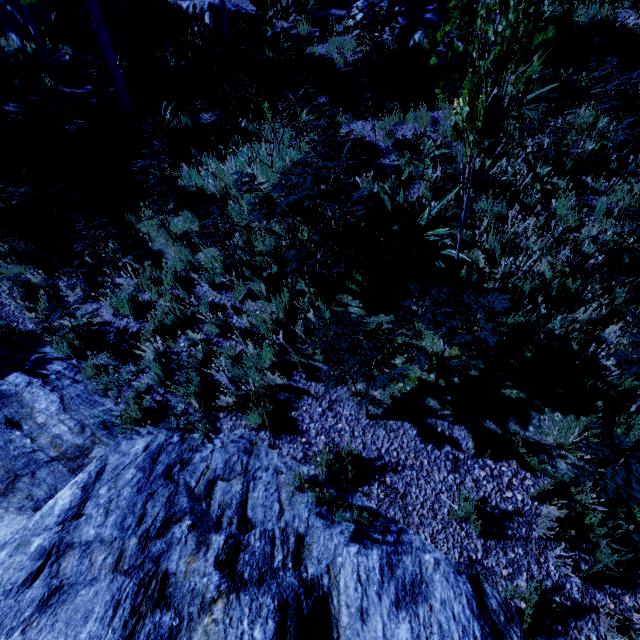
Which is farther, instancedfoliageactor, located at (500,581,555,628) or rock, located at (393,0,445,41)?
rock, located at (393,0,445,41)

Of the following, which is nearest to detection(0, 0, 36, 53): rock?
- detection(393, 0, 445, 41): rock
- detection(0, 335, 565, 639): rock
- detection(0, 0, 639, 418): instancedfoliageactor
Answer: detection(0, 0, 639, 418): instancedfoliageactor

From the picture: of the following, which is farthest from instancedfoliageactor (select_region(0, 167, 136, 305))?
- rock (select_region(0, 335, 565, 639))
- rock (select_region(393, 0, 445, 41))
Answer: rock (select_region(393, 0, 445, 41))

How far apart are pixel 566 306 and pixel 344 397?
3.2m

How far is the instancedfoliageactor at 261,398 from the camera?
3.8m

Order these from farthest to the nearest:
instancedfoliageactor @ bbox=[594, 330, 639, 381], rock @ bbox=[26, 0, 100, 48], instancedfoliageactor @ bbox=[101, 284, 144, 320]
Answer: rock @ bbox=[26, 0, 100, 48] < instancedfoliageactor @ bbox=[101, 284, 144, 320] < instancedfoliageactor @ bbox=[594, 330, 639, 381]

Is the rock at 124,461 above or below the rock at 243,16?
below
